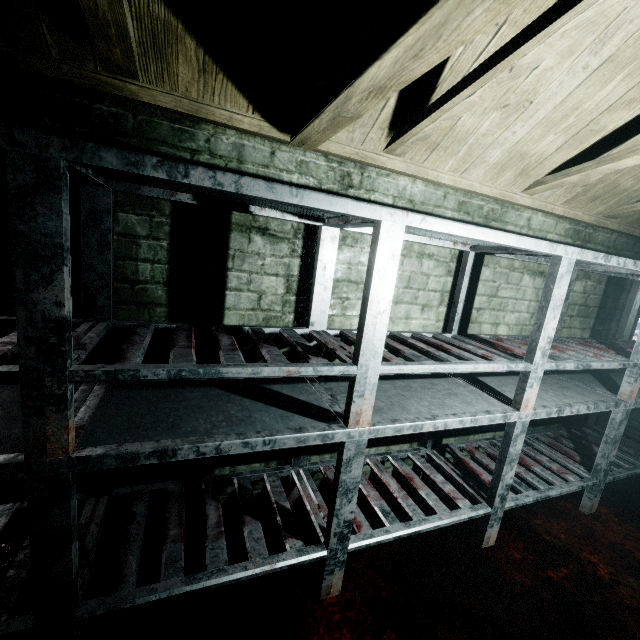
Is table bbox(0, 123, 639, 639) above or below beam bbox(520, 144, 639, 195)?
below

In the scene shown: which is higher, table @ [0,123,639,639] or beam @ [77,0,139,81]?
beam @ [77,0,139,81]

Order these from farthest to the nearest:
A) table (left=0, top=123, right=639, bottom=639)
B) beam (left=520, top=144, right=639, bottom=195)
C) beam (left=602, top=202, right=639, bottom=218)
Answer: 1. beam (left=602, top=202, right=639, bottom=218)
2. beam (left=520, top=144, right=639, bottom=195)
3. table (left=0, top=123, right=639, bottom=639)

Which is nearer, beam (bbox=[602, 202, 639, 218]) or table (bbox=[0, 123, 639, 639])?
table (bbox=[0, 123, 639, 639])

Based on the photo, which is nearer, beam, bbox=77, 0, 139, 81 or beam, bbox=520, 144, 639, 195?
beam, bbox=77, 0, 139, 81

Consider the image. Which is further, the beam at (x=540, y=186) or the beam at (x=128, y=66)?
the beam at (x=540, y=186)

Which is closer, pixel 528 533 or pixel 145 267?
pixel 145 267

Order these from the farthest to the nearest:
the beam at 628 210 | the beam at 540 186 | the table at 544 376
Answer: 1. the beam at 628 210
2. the beam at 540 186
3. the table at 544 376
